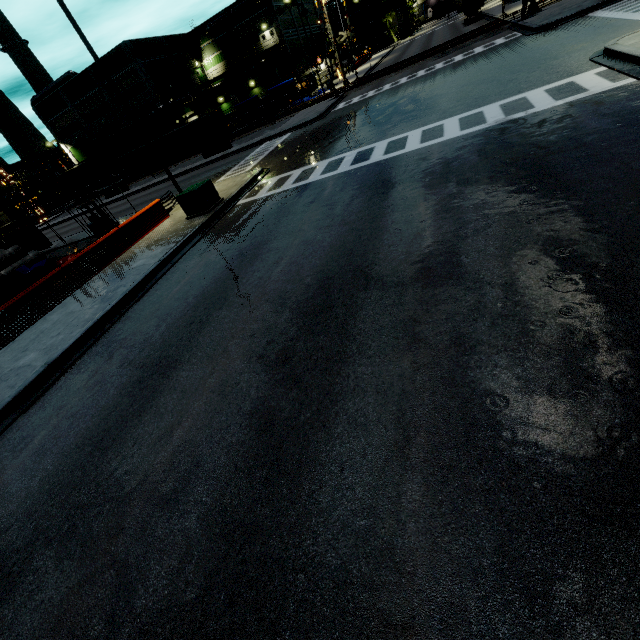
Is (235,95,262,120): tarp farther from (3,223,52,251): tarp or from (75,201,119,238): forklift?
(75,201,119,238): forklift

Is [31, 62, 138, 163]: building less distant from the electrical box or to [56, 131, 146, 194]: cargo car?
[56, 131, 146, 194]: cargo car

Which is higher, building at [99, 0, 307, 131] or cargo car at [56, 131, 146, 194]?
building at [99, 0, 307, 131]

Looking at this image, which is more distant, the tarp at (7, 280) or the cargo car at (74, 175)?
the cargo car at (74, 175)

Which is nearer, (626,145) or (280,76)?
(626,145)

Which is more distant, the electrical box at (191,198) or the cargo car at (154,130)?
the cargo car at (154,130)

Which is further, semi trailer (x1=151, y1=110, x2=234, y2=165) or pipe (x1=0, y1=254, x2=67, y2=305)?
semi trailer (x1=151, y1=110, x2=234, y2=165)

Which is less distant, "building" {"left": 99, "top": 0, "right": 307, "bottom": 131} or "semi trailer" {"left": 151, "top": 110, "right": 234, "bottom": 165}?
"semi trailer" {"left": 151, "top": 110, "right": 234, "bottom": 165}
